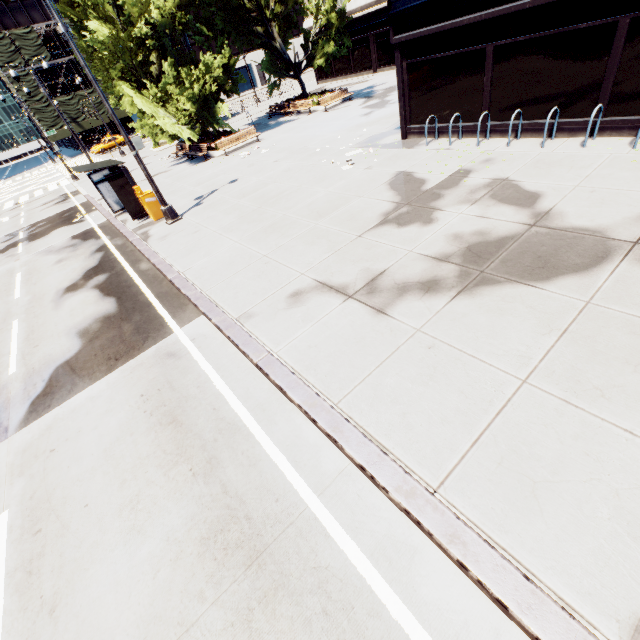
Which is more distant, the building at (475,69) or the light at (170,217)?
the light at (170,217)

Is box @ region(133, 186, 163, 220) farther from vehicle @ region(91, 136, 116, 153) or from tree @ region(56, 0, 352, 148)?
vehicle @ region(91, 136, 116, 153)

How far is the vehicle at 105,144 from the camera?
44.9m

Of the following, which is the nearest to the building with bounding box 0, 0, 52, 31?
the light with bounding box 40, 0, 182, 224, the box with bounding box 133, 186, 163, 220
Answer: the box with bounding box 133, 186, 163, 220

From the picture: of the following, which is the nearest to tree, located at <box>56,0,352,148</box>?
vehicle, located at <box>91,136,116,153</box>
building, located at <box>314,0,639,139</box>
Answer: building, located at <box>314,0,639,139</box>

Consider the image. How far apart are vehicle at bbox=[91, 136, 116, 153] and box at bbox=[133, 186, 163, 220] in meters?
43.1

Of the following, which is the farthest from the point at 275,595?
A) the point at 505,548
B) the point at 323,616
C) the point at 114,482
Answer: the point at 114,482

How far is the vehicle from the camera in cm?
4491
